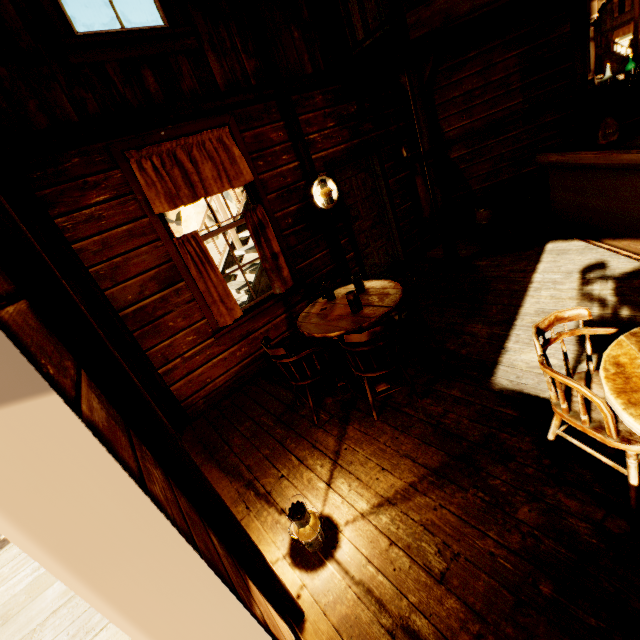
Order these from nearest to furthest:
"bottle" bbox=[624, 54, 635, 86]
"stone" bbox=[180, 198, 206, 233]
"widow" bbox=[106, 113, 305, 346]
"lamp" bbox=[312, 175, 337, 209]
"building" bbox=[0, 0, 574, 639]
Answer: "building" bbox=[0, 0, 574, 639] < "widow" bbox=[106, 113, 305, 346] < "bottle" bbox=[624, 54, 635, 86] < "lamp" bbox=[312, 175, 337, 209] < "stone" bbox=[180, 198, 206, 233]

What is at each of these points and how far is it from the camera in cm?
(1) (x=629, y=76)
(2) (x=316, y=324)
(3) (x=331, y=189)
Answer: (1) bottle, 386
(2) table, 302
(3) lamp, 439

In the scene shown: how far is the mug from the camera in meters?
2.8

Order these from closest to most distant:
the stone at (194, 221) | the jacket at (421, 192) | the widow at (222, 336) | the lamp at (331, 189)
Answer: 1. the widow at (222, 336)
2. the lamp at (331, 189)
3. the jacket at (421, 192)
4. the stone at (194, 221)

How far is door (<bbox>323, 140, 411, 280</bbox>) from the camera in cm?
494

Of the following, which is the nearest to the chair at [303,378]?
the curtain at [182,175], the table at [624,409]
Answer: the table at [624,409]

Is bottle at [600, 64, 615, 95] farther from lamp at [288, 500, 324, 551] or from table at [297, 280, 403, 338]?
lamp at [288, 500, 324, 551]

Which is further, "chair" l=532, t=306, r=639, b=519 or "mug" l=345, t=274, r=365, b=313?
"mug" l=345, t=274, r=365, b=313
